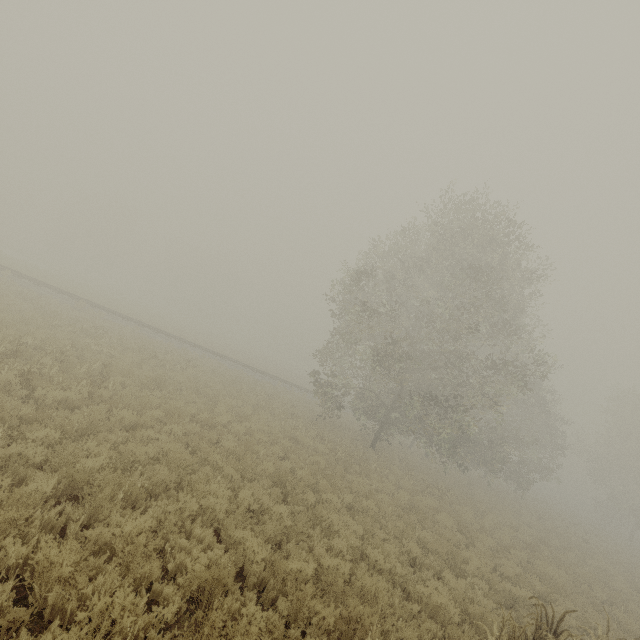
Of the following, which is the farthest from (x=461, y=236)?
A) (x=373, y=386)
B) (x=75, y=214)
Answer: (x=75, y=214)
